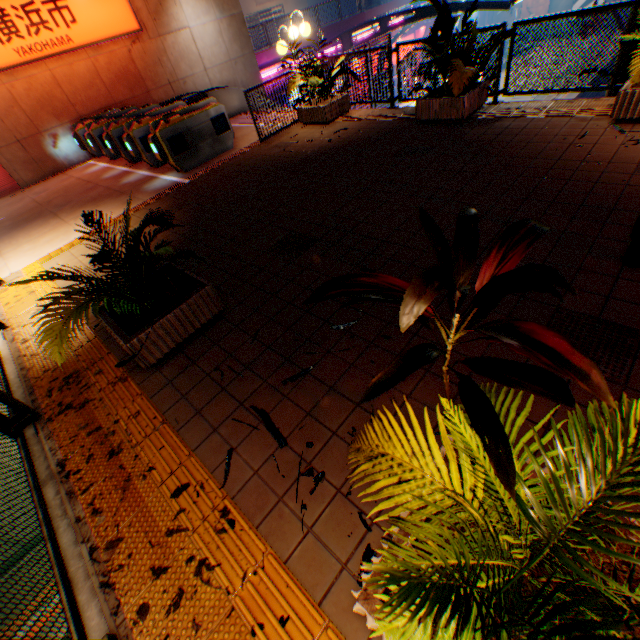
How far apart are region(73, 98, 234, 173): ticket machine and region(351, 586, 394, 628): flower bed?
10.6 meters

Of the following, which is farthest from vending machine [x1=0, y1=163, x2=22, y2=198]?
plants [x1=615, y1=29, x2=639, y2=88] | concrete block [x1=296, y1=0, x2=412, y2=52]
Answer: plants [x1=615, y1=29, x2=639, y2=88]

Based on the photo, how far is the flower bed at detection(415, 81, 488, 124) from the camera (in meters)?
6.16

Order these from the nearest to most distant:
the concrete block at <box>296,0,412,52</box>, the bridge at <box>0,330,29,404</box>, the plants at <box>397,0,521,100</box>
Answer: the bridge at <box>0,330,29,404</box> < the plants at <box>397,0,521,100</box> < the concrete block at <box>296,0,412,52</box>

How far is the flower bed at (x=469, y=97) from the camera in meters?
6.2 m

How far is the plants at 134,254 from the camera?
2.8m

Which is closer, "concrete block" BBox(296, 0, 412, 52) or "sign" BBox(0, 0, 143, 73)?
"sign" BBox(0, 0, 143, 73)

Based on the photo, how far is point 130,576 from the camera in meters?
2.1 m
